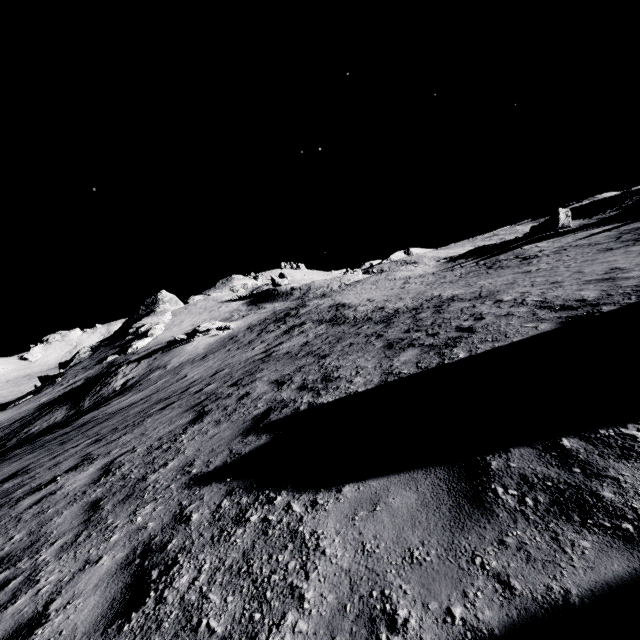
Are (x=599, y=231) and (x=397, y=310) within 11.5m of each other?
no

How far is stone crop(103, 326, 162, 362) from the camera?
52.3m

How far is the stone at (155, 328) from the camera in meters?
52.3 m

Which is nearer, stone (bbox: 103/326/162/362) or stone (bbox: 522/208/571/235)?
stone (bbox: 522/208/571/235)

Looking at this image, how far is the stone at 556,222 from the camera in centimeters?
3439cm

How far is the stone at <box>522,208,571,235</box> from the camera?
34.4m
